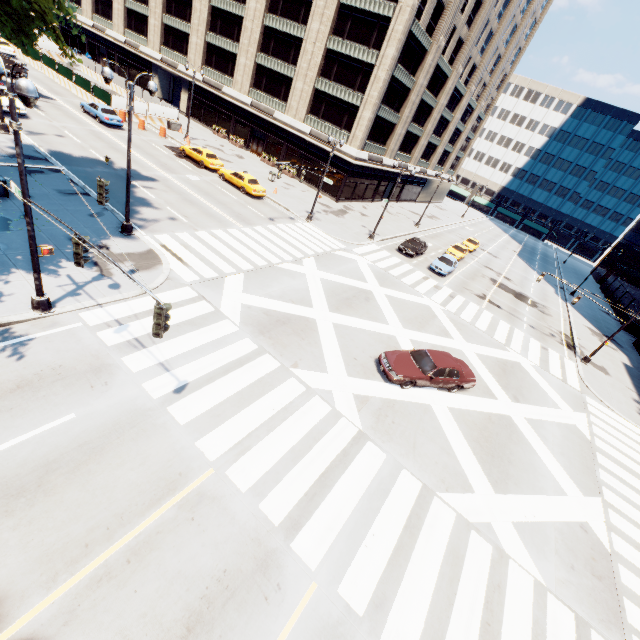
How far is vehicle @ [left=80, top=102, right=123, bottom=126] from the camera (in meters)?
31.06

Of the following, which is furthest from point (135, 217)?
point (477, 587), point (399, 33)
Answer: point (399, 33)

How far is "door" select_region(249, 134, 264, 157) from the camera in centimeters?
4400cm

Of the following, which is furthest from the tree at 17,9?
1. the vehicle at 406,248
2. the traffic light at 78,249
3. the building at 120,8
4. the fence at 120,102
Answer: the vehicle at 406,248

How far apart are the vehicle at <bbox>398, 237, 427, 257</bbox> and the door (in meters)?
24.48

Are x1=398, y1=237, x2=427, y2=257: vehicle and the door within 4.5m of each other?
no

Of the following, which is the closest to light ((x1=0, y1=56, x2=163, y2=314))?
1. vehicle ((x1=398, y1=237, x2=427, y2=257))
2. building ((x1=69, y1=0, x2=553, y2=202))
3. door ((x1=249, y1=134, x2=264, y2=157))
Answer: vehicle ((x1=398, y1=237, x2=427, y2=257))

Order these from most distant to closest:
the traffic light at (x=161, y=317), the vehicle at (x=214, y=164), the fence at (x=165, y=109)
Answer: the fence at (x=165, y=109) < the vehicle at (x=214, y=164) < the traffic light at (x=161, y=317)
